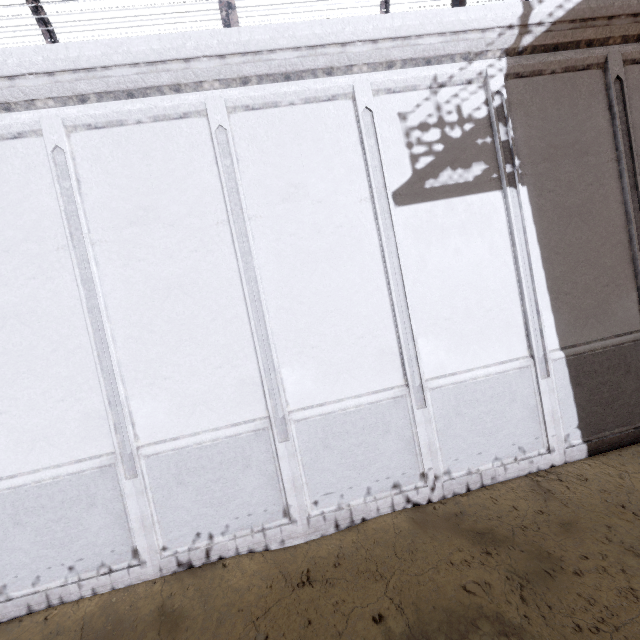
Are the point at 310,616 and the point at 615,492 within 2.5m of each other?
no
